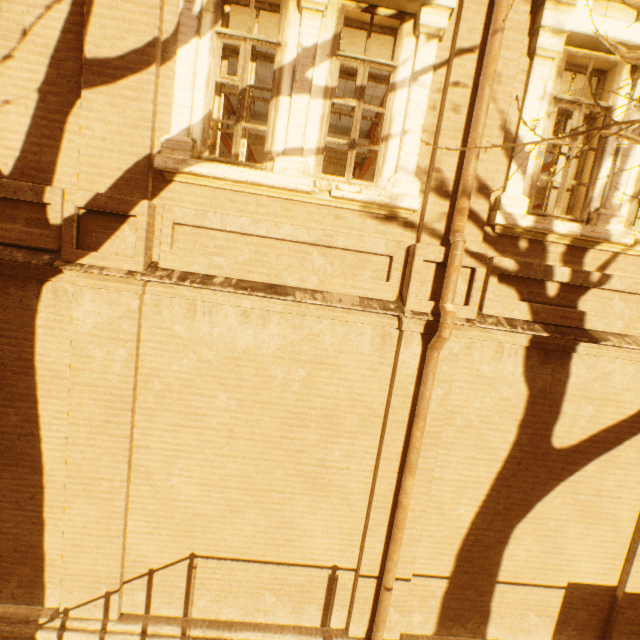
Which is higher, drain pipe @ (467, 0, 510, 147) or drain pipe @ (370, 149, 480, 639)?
drain pipe @ (467, 0, 510, 147)

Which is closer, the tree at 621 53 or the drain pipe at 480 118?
the tree at 621 53

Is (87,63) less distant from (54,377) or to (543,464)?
(54,377)

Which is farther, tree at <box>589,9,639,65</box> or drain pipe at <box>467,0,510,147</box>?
drain pipe at <box>467,0,510,147</box>

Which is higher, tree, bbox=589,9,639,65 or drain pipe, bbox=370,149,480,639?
tree, bbox=589,9,639,65
